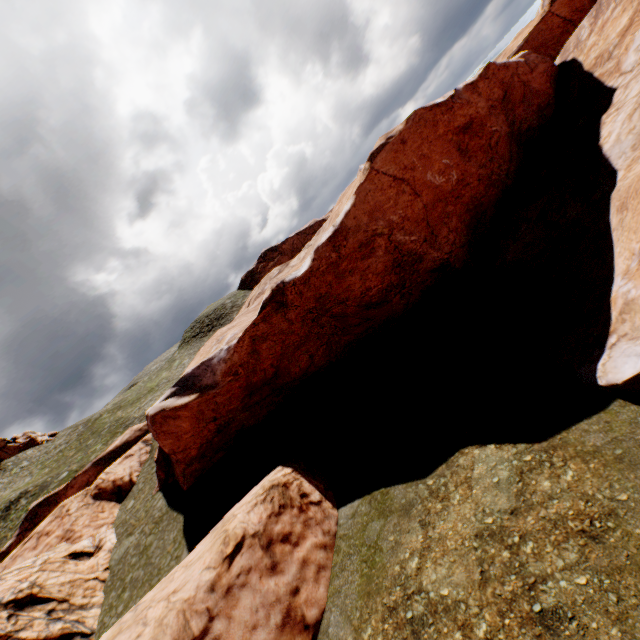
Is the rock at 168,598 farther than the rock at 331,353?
No

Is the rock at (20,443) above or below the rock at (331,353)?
above

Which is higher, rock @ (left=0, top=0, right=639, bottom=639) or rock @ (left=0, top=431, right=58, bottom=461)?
rock @ (left=0, top=431, right=58, bottom=461)

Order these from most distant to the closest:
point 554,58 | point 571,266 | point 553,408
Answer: point 554,58 < point 571,266 < point 553,408

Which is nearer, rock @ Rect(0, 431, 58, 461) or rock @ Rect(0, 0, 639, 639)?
rock @ Rect(0, 0, 639, 639)

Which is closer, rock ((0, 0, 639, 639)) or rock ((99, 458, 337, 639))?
rock ((99, 458, 337, 639))

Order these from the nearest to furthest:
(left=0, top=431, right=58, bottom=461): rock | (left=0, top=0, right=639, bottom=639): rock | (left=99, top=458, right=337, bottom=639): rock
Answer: (left=99, top=458, right=337, bottom=639): rock → (left=0, top=0, right=639, bottom=639): rock → (left=0, top=431, right=58, bottom=461): rock
